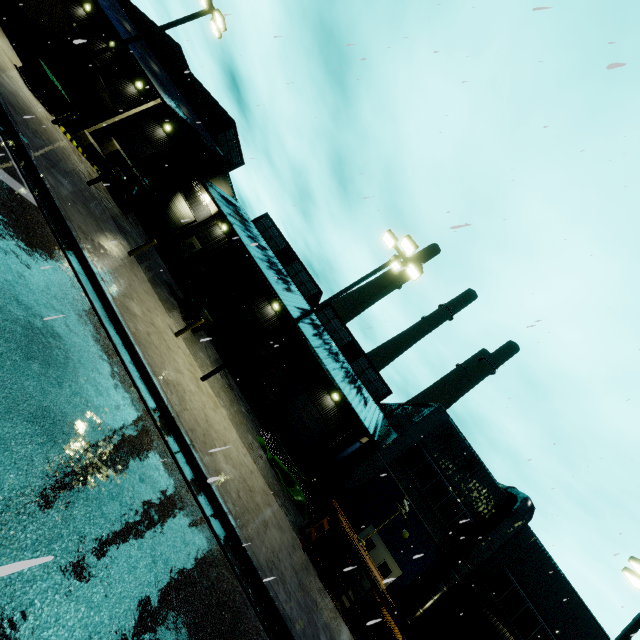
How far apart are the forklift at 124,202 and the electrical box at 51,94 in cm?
383

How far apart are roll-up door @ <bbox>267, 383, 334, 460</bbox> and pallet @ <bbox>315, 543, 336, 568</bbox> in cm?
1147

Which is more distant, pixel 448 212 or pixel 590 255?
pixel 590 255

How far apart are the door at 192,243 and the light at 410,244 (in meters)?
20.57

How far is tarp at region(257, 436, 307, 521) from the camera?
15.6 meters

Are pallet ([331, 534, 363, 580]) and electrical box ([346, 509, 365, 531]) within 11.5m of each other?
yes

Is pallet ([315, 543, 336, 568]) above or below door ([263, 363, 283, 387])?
below

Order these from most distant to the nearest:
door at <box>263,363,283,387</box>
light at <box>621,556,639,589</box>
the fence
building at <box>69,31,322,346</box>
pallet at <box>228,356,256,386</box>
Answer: door at <box>263,363,283,387</box> < building at <box>69,31,322,346</box> < pallet at <box>228,356,256,386</box> < light at <box>621,556,639,589</box> < the fence
